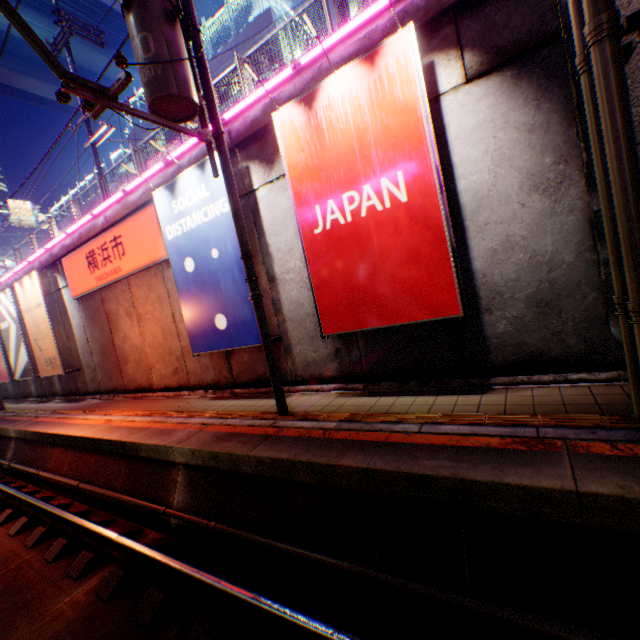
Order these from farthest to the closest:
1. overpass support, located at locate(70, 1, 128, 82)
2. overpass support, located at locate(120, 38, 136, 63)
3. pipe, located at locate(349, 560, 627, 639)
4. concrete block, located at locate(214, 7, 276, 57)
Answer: overpass support, located at locate(120, 38, 136, 63), overpass support, located at locate(70, 1, 128, 82), concrete block, located at locate(214, 7, 276, 57), pipe, located at locate(349, 560, 627, 639)

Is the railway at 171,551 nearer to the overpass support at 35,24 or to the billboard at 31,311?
the overpass support at 35,24

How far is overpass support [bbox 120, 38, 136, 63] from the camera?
33.1m

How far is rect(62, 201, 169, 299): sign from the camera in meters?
9.5

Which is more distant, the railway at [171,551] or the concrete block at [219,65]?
the concrete block at [219,65]

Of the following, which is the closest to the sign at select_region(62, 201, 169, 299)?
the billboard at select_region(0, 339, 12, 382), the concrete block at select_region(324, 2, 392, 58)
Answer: the concrete block at select_region(324, 2, 392, 58)

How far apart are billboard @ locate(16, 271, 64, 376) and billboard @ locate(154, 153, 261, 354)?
8.7m

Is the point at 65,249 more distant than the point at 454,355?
Yes
